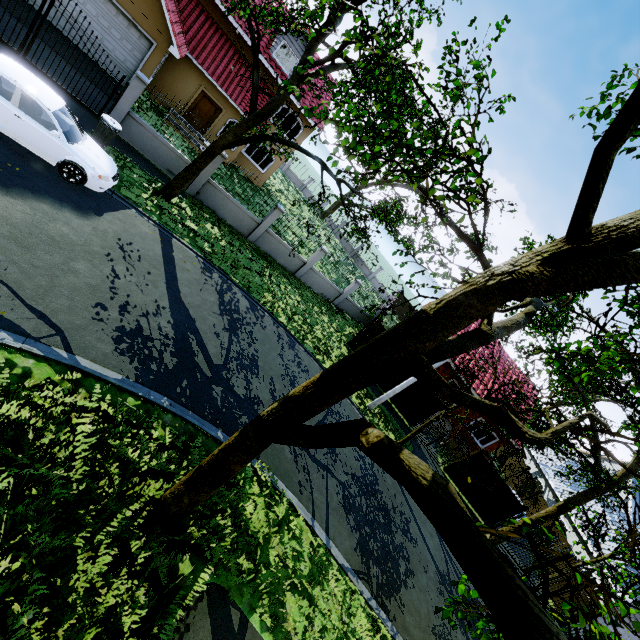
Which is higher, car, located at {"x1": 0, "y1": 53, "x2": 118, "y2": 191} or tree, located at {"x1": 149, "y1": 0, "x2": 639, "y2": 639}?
tree, located at {"x1": 149, "y1": 0, "x2": 639, "y2": 639}

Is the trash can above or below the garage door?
below

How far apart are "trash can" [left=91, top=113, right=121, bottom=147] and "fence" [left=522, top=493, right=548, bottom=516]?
34.47m

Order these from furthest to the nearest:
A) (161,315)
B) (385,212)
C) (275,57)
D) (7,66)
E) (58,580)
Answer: (275,57)
(385,212)
(161,315)
(7,66)
(58,580)

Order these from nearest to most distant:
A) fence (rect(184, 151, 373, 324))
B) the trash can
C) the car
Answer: the car, the trash can, fence (rect(184, 151, 373, 324))

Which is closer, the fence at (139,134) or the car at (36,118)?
the car at (36,118)

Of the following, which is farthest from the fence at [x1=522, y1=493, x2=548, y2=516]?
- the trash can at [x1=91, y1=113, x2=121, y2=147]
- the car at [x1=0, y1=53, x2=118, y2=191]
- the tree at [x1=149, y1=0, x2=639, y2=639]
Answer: the trash can at [x1=91, y1=113, x2=121, y2=147]

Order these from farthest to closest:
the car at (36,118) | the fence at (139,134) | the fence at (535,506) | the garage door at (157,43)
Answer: →
the fence at (535,506)
the garage door at (157,43)
the fence at (139,134)
the car at (36,118)
